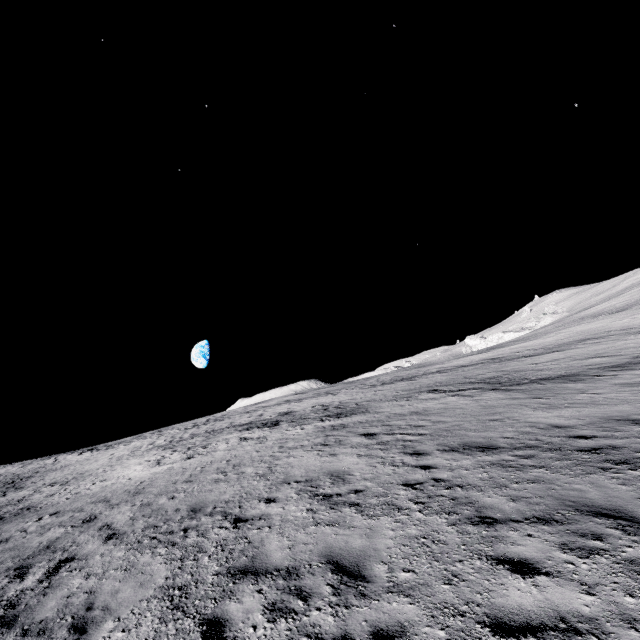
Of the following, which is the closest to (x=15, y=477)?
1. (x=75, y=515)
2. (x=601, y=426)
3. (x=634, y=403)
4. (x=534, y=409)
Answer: (x=75, y=515)
